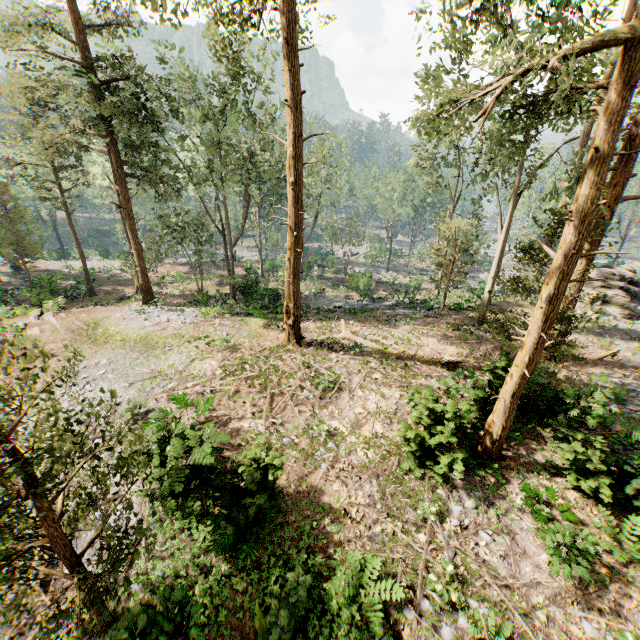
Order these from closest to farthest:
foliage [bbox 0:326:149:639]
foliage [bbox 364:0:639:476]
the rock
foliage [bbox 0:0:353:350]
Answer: foliage [bbox 0:326:149:639]
foliage [bbox 364:0:639:476]
foliage [bbox 0:0:353:350]
the rock

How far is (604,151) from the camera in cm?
645

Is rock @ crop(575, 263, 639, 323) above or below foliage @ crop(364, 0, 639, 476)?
below

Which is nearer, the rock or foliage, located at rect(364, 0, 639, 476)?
foliage, located at rect(364, 0, 639, 476)

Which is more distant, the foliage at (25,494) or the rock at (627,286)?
the rock at (627,286)

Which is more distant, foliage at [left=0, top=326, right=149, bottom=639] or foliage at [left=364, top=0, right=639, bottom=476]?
foliage at [left=364, top=0, right=639, bottom=476]

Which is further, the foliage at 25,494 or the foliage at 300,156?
the foliage at 300,156
